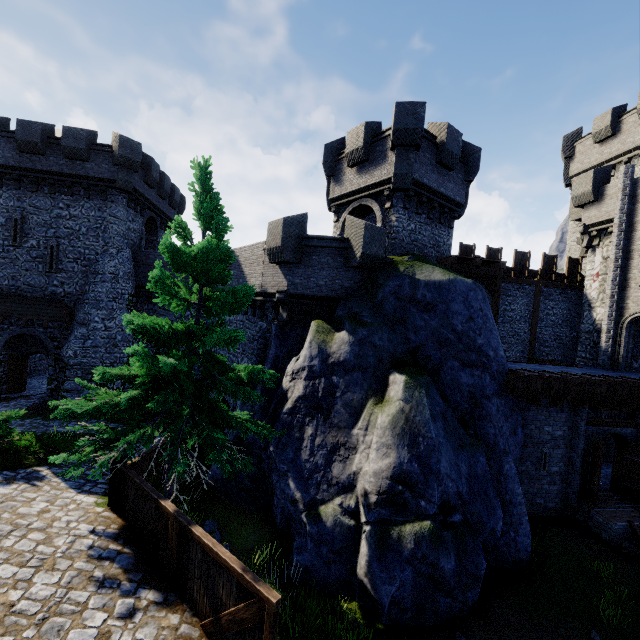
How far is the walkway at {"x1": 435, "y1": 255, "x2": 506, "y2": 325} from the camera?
15.97m

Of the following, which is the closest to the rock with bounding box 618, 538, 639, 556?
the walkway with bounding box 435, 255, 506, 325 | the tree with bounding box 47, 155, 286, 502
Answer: the walkway with bounding box 435, 255, 506, 325

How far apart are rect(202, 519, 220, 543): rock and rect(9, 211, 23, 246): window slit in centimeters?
2135cm

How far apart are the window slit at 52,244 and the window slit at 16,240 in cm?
134

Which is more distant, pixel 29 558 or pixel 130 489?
pixel 130 489

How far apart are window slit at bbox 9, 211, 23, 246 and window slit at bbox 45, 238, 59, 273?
1.3m

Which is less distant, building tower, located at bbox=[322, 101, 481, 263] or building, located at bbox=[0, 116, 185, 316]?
building tower, located at bbox=[322, 101, 481, 263]

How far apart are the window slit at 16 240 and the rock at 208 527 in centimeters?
2135cm
